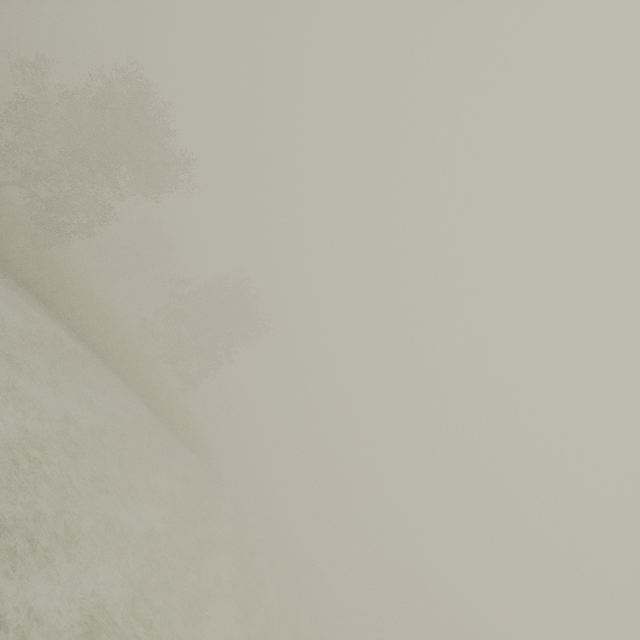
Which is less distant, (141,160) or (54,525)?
(54,525)
